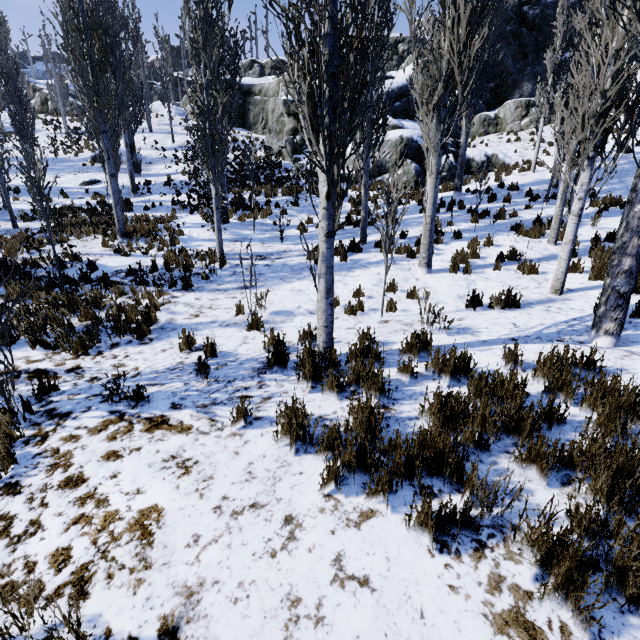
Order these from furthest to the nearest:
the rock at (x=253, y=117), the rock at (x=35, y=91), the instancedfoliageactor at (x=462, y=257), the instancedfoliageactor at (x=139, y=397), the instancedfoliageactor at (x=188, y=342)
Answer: the rock at (x=35, y=91) < the rock at (x=253, y=117) < the instancedfoliageactor at (x=462, y=257) < the instancedfoliageactor at (x=188, y=342) < the instancedfoliageactor at (x=139, y=397)

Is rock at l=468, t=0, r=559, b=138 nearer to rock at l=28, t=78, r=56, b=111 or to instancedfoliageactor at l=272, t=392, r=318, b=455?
instancedfoliageactor at l=272, t=392, r=318, b=455

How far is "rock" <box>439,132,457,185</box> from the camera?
17.6 meters

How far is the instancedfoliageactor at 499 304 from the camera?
5.91m

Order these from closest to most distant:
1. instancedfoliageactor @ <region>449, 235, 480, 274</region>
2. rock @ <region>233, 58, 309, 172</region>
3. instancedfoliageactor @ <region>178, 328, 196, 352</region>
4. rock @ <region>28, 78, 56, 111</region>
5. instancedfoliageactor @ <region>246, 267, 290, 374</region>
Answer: instancedfoliageactor @ <region>246, 267, 290, 374</region> → instancedfoliageactor @ <region>178, 328, 196, 352</region> → instancedfoliageactor @ <region>449, 235, 480, 274</region> → rock @ <region>233, 58, 309, 172</region> → rock @ <region>28, 78, 56, 111</region>

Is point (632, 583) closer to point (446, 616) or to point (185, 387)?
point (446, 616)

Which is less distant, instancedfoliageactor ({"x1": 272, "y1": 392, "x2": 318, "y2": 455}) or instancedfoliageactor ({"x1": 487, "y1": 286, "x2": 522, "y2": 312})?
instancedfoliageactor ({"x1": 272, "y1": 392, "x2": 318, "y2": 455})
